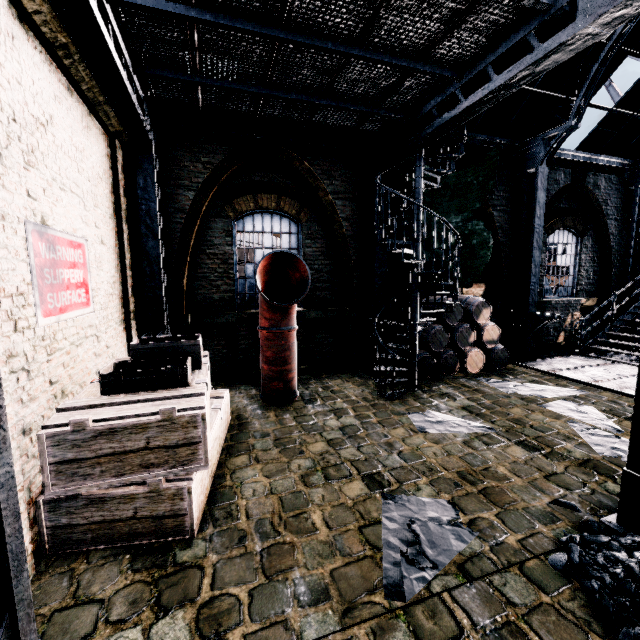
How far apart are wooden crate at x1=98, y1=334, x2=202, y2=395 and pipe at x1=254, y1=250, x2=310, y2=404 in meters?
2.3 m

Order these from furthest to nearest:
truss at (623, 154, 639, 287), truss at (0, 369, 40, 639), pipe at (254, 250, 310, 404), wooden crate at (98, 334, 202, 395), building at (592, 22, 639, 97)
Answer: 1. truss at (623, 154, 639, 287)
2. building at (592, 22, 639, 97)
3. pipe at (254, 250, 310, 404)
4. wooden crate at (98, 334, 202, 395)
5. truss at (0, 369, 40, 639)

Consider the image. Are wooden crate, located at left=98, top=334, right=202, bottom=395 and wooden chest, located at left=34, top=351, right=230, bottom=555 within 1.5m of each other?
yes

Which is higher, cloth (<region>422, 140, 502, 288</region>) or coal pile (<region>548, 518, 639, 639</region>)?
cloth (<region>422, 140, 502, 288</region>)

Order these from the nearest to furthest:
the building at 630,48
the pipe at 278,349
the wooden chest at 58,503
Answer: the wooden chest at 58,503 → the pipe at 278,349 → the building at 630,48

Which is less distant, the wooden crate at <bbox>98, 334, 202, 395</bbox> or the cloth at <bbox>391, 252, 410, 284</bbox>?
the wooden crate at <bbox>98, 334, 202, 395</bbox>

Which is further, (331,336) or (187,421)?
(331,336)

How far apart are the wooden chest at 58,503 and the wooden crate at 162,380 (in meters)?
0.19
